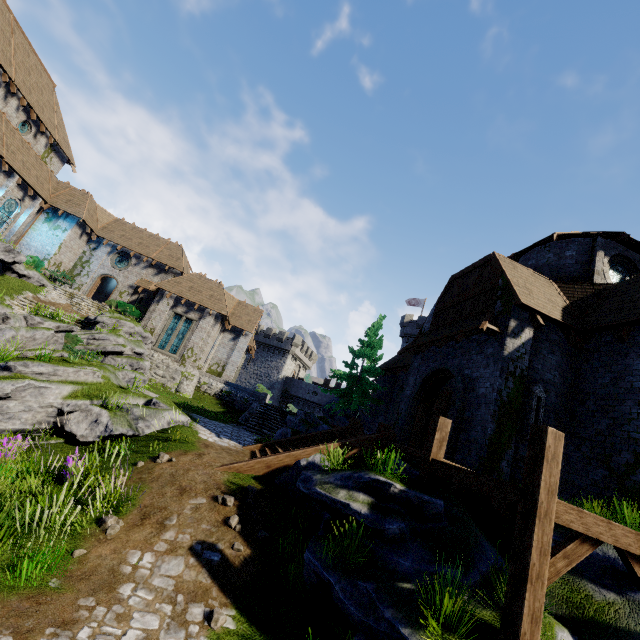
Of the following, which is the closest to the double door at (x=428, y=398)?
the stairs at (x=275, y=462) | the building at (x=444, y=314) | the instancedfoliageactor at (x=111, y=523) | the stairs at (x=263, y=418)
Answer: the building at (x=444, y=314)

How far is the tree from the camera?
23.7 meters

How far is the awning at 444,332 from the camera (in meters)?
11.30

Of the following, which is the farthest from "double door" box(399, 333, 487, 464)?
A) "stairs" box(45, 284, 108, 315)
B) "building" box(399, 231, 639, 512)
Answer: "stairs" box(45, 284, 108, 315)

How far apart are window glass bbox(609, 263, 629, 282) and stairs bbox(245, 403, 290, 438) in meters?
18.7 m

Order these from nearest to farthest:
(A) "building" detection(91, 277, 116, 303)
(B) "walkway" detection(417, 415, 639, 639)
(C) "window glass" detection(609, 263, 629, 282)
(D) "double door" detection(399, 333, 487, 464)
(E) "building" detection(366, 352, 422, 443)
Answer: (B) "walkway" detection(417, 415, 639, 639) → (D) "double door" detection(399, 333, 487, 464) → (C) "window glass" detection(609, 263, 629, 282) → (E) "building" detection(366, 352, 422, 443) → (A) "building" detection(91, 277, 116, 303)

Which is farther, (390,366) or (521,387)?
(390,366)

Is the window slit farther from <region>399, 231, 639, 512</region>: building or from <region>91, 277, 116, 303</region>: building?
<region>91, 277, 116, 303</region>: building
